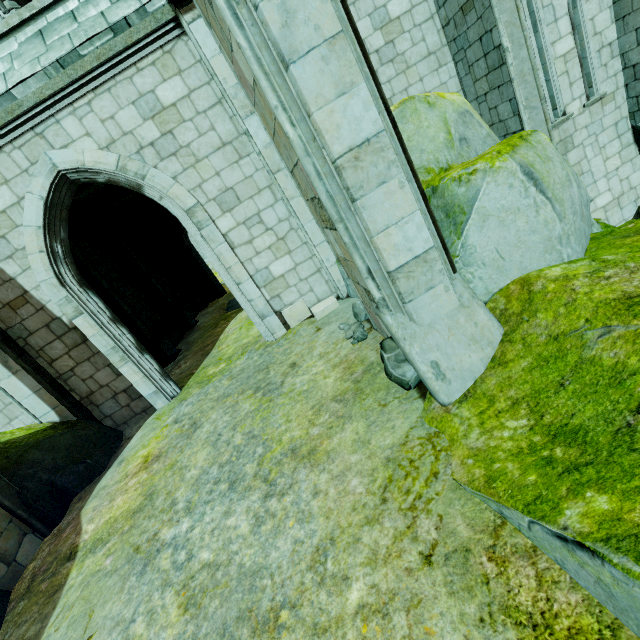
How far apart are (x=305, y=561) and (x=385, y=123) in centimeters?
364cm

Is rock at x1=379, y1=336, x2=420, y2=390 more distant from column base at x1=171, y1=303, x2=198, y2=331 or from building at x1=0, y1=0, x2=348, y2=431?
column base at x1=171, y1=303, x2=198, y2=331

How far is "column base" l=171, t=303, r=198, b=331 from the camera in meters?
13.8 m

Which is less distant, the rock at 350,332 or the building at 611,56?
the rock at 350,332

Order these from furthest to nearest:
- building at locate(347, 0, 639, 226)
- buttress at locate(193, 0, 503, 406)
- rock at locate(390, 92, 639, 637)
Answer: building at locate(347, 0, 639, 226) < buttress at locate(193, 0, 503, 406) < rock at locate(390, 92, 639, 637)

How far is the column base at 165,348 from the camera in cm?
1050

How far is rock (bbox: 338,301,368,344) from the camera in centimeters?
502cm
